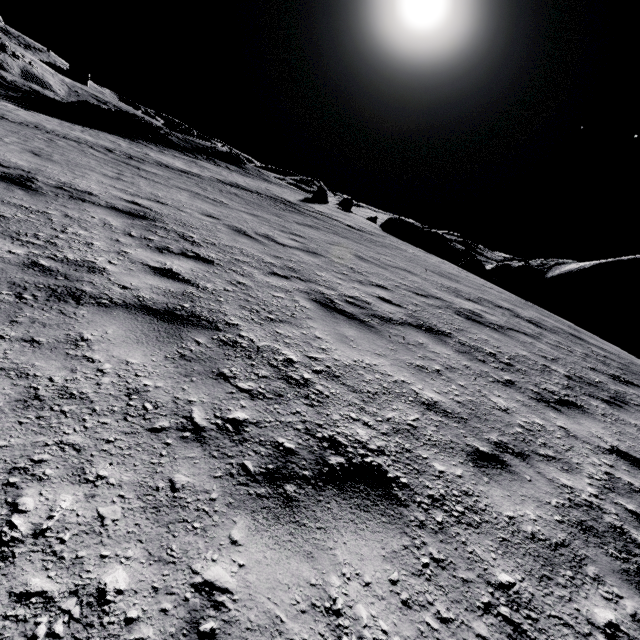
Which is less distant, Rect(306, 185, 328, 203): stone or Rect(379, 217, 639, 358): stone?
Rect(379, 217, 639, 358): stone

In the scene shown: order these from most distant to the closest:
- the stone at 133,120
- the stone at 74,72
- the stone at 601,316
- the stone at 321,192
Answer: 1. the stone at 74,72
2. the stone at 321,192
3. the stone at 133,120
4. the stone at 601,316

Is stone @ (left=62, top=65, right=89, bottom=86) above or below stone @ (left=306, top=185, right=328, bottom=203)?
above

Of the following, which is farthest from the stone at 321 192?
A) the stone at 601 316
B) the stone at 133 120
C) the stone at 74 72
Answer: the stone at 74 72

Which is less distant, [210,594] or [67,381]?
[210,594]

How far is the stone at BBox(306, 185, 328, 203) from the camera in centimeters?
2870cm

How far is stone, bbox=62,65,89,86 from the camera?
51.88m

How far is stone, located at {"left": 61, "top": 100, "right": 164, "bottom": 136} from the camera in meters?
27.9 m
